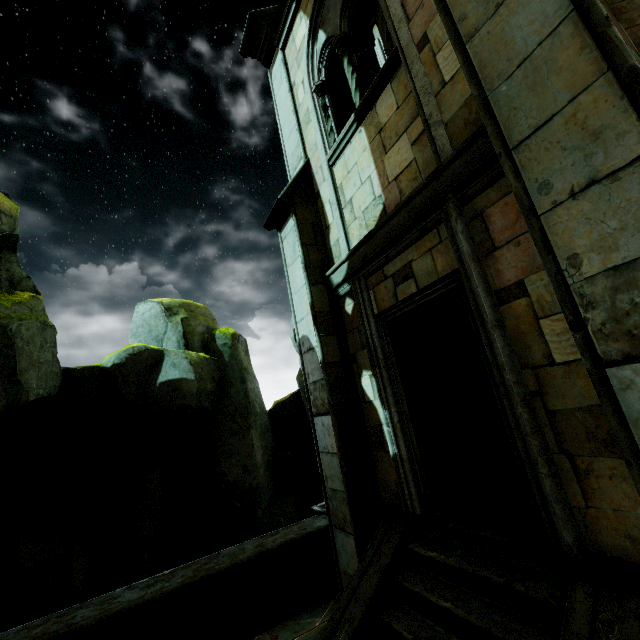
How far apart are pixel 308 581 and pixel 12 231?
8.3m

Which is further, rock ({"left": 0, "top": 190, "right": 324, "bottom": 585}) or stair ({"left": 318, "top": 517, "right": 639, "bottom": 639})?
rock ({"left": 0, "top": 190, "right": 324, "bottom": 585})

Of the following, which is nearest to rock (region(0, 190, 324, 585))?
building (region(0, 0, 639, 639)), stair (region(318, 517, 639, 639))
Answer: building (region(0, 0, 639, 639))

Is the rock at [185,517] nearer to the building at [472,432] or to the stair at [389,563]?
the building at [472,432]

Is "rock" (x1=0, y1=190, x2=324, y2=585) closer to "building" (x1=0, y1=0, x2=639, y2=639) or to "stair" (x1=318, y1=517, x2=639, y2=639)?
"building" (x1=0, y1=0, x2=639, y2=639)
